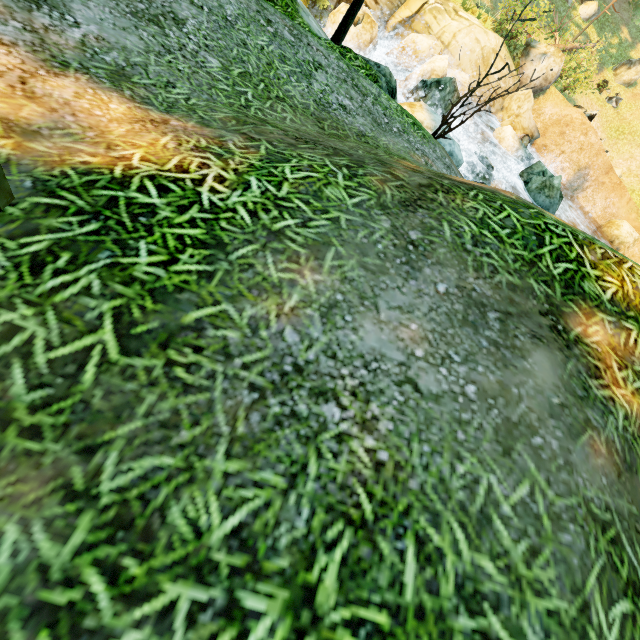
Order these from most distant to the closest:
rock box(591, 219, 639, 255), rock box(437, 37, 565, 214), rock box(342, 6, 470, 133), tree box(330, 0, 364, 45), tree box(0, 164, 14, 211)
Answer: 1. rock box(591, 219, 639, 255)
2. rock box(437, 37, 565, 214)
3. rock box(342, 6, 470, 133)
4. tree box(330, 0, 364, 45)
5. tree box(0, 164, 14, 211)

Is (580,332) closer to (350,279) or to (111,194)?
(350,279)

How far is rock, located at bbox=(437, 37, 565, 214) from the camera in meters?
12.8

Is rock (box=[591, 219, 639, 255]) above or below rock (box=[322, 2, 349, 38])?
above

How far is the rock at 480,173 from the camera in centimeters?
1278cm

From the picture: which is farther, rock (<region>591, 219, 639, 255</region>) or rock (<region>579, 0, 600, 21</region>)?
rock (<region>579, 0, 600, 21</region>)

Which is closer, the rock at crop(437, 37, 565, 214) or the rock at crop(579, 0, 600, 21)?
the rock at crop(437, 37, 565, 214)

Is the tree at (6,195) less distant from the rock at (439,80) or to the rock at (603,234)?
the rock at (439,80)
